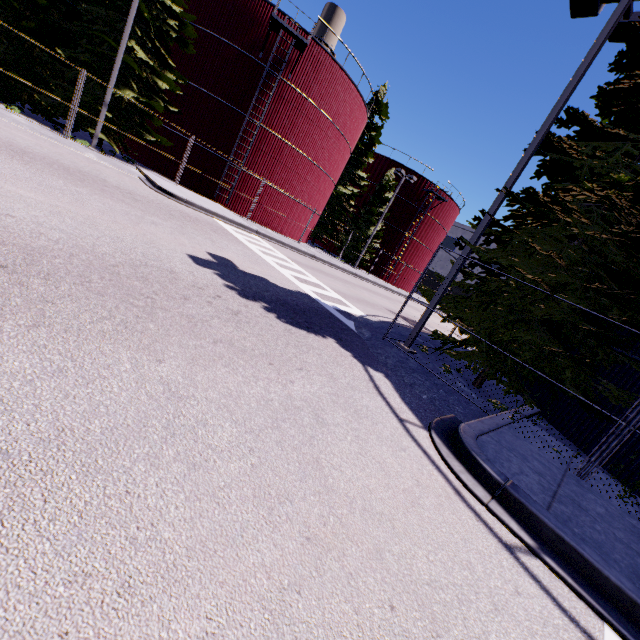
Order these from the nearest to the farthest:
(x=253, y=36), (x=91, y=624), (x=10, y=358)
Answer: (x=91, y=624) < (x=10, y=358) < (x=253, y=36)

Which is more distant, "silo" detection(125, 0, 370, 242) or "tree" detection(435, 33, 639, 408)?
"silo" detection(125, 0, 370, 242)

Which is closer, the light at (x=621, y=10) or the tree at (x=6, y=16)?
the light at (x=621, y=10)

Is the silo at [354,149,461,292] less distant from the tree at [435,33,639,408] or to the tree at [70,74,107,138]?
the tree at [435,33,639,408]

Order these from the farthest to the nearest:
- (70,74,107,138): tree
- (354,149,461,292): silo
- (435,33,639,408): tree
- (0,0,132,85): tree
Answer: (354,149,461,292): silo → (70,74,107,138): tree → (0,0,132,85): tree → (435,33,639,408): tree

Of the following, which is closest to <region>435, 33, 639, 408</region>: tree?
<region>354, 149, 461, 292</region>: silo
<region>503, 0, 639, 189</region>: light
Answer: <region>503, 0, 639, 189</region>: light

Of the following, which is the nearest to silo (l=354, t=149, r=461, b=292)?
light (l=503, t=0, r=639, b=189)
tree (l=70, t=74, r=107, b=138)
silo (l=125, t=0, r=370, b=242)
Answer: silo (l=125, t=0, r=370, b=242)

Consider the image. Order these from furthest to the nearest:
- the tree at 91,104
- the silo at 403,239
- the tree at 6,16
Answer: the silo at 403,239 → the tree at 91,104 → the tree at 6,16
